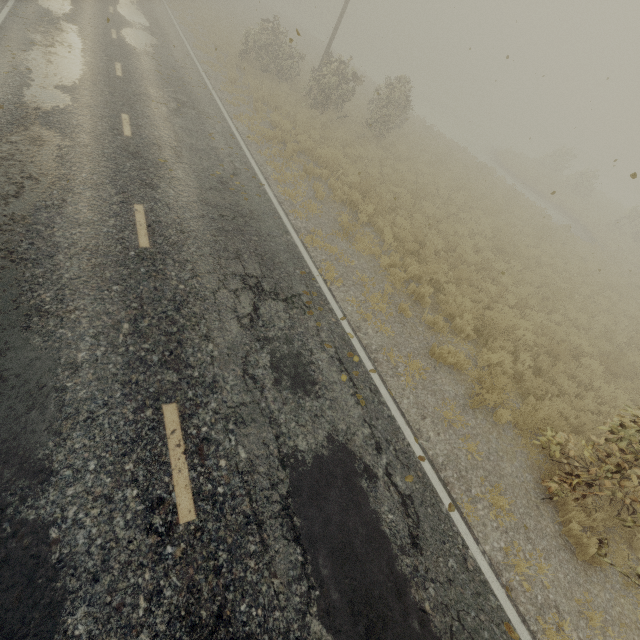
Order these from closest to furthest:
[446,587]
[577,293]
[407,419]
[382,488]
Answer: [446,587] → [382,488] → [407,419] → [577,293]

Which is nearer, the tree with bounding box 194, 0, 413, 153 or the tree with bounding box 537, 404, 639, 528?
the tree with bounding box 537, 404, 639, 528

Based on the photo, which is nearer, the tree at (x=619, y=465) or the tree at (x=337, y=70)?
the tree at (x=619, y=465)
